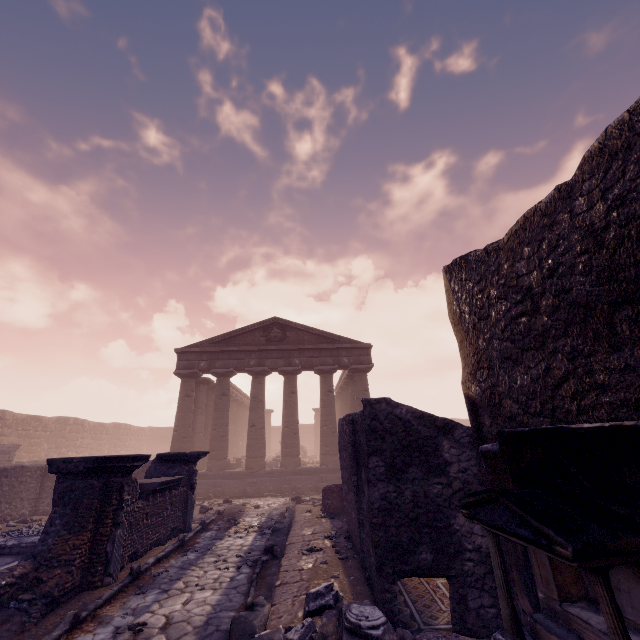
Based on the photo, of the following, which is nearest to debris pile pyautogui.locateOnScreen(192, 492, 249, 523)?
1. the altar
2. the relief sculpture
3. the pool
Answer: the pool

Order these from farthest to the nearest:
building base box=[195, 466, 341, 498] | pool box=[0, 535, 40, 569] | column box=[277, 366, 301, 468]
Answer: column box=[277, 366, 301, 468] → building base box=[195, 466, 341, 498] → pool box=[0, 535, 40, 569]

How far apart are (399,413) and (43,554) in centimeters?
627cm

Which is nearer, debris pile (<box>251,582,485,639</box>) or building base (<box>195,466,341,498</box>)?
debris pile (<box>251,582,485,639</box>)

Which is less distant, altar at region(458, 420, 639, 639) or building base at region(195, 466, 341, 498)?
altar at region(458, 420, 639, 639)

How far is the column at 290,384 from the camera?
17.23m

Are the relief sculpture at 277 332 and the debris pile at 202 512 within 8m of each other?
no

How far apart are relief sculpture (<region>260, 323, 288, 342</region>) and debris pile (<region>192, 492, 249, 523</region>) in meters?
8.8
